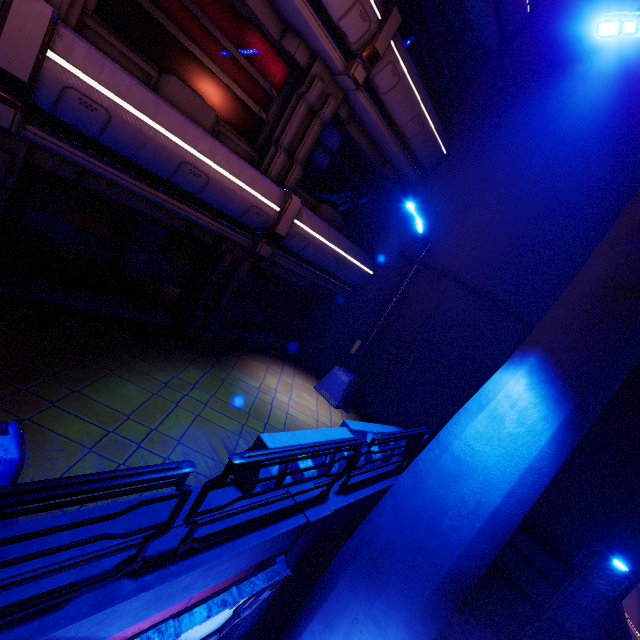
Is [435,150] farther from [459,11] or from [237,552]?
→ [237,552]

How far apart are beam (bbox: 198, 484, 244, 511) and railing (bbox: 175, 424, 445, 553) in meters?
0.5 m

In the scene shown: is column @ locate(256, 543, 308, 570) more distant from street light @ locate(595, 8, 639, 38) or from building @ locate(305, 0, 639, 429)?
street light @ locate(595, 8, 639, 38)

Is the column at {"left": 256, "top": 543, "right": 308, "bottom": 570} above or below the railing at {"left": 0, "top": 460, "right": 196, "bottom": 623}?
below

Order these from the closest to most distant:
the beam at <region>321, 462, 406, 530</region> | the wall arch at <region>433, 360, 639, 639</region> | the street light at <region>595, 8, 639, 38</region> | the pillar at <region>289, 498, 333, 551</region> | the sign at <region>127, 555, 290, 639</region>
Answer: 1. the sign at <region>127, 555, 290, 639</region>
2. the street light at <region>595, 8, 639, 38</region>
3. the pillar at <region>289, 498, 333, 551</region>
4. the beam at <region>321, 462, 406, 530</region>
5. the wall arch at <region>433, 360, 639, 639</region>

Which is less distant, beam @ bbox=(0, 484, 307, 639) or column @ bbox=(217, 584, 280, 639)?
beam @ bbox=(0, 484, 307, 639)

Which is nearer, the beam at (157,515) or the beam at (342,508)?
the beam at (157,515)

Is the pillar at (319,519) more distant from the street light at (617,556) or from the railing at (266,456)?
the street light at (617,556)
